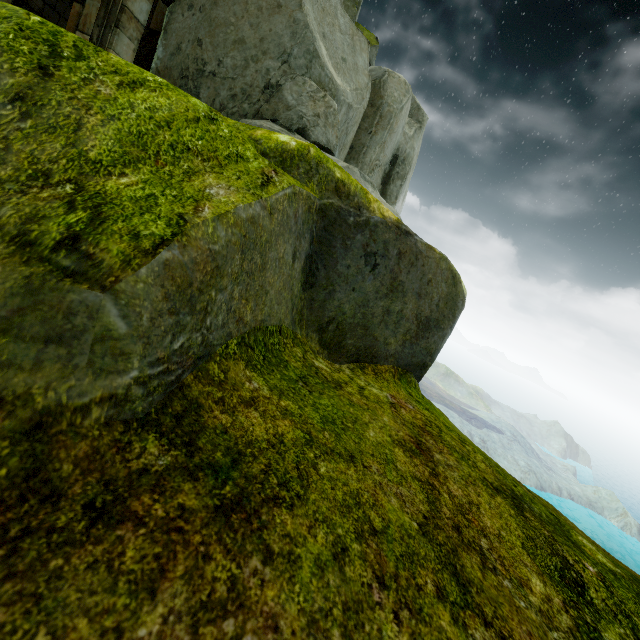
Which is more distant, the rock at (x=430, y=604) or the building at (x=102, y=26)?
the building at (x=102, y=26)

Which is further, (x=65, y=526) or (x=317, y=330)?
(x=317, y=330)

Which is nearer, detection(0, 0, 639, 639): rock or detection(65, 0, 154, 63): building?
Answer: detection(0, 0, 639, 639): rock
